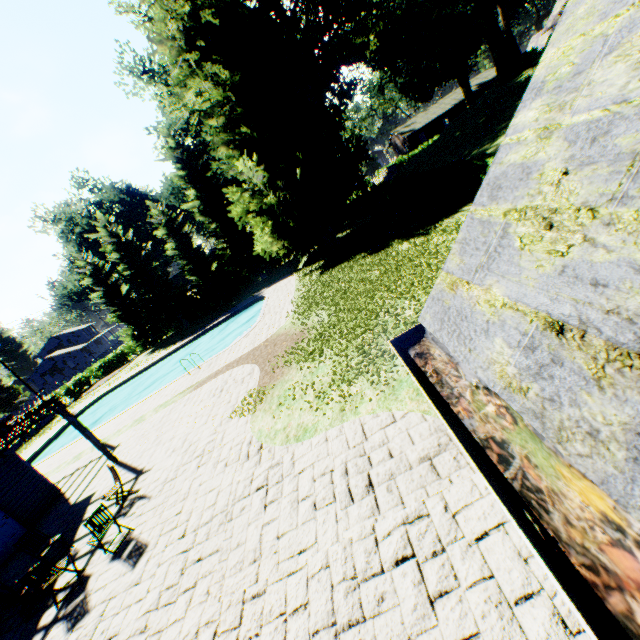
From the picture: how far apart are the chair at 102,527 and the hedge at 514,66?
45.45m

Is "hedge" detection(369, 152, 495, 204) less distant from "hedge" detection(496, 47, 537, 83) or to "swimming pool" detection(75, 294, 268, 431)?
"swimming pool" detection(75, 294, 268, 431)

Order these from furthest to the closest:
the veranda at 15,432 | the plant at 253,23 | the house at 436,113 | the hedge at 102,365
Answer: the house at 436,113 < the hedge at 102,365 < the plant at 253,23 < the veranda at 15,432

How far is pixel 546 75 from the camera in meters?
1.3 m

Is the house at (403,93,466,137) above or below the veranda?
above

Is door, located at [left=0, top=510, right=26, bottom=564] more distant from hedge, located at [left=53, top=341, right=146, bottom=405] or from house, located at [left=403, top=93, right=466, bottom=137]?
house, located at [left=403, top=93, right=466, bottom=137]

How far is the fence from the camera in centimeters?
4083cm

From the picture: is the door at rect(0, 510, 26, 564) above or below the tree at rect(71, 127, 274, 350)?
below
